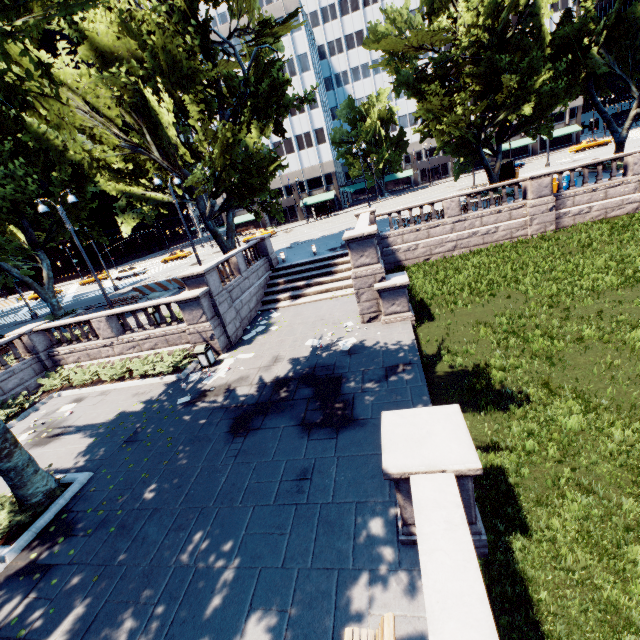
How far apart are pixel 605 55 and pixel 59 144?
37.8 meters

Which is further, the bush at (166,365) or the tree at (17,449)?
the bush at (166,365)

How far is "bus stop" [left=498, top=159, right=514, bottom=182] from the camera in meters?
35.6

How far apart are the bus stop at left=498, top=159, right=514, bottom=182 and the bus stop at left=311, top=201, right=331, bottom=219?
25.48m

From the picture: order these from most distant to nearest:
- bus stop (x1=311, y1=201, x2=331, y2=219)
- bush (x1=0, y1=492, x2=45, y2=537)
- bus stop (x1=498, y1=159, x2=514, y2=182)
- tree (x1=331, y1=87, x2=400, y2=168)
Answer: tree (x1=331, y1=87, x2=400, y2=168), bus stop (x1=311, y1=201, x2=331, y2=219), bus stop (x1=498, y1=159, x2=514, y2=182), bush (x1=0, y1=492, x2=45, y2=537)

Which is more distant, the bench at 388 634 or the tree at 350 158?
the tree at 350 158

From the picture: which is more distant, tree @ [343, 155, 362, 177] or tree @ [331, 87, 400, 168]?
tree @ [343, 155, 362, 177]

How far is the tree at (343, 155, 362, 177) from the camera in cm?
5825
